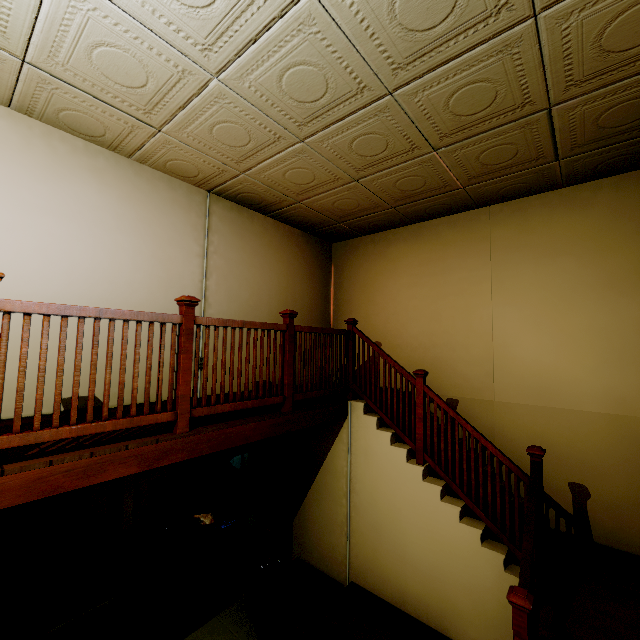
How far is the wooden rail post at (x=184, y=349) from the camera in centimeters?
251cm

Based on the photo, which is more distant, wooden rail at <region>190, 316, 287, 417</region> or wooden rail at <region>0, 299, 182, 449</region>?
wooden rail at <region>190, 316, 287, 417</region>

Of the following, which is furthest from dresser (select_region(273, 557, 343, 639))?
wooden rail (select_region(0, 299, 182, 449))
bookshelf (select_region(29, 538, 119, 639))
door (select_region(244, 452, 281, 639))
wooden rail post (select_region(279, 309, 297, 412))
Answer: wooden rail (select_region(0, 299, 182, 449))

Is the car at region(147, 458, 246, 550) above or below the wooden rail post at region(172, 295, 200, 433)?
below

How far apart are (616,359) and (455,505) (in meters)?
2.52

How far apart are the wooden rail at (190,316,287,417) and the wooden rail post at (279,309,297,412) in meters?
0.0 m

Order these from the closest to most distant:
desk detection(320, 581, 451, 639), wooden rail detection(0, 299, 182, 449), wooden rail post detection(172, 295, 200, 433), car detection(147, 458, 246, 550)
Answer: wooden rail detection(0, 299, 182, 449) < wooden rail post detection(172, 295, 200, 433) < desk detection(320, 581, 451, 639) < car detection(147, 458, 246, 550)

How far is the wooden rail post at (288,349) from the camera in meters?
3.4
